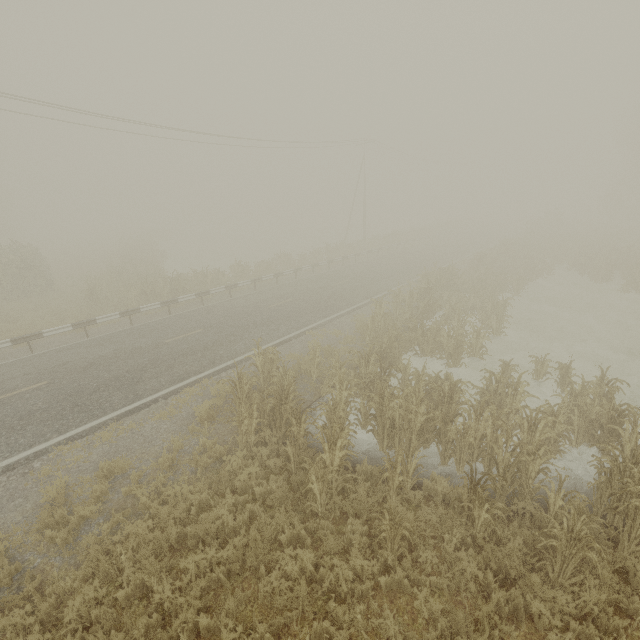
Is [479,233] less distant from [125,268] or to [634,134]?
[634,134]

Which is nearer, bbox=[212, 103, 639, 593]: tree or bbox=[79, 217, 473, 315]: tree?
bbox=[212, 103, 639, 593]: tree

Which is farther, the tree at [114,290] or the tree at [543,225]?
the tree at [114,290]

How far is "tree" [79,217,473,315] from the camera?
18.91m

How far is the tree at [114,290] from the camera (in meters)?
18.91
